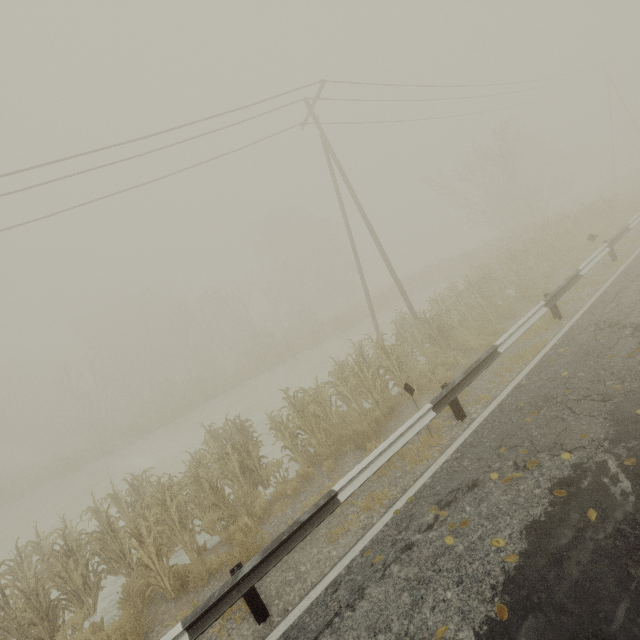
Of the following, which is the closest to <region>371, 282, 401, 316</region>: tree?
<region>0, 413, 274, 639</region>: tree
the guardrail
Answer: the guardrail

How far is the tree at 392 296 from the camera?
29.45m

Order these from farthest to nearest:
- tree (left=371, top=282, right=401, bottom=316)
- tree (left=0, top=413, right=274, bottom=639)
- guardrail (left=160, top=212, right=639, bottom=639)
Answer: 1. tree (left=371, top=282, right=401, bottom=316)
2. tree (left=0, top=413, right=274, bottom=639)
3. guardrail (left=160, top=212, right=639, bottom=639)

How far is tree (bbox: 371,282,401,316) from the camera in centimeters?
2945cm

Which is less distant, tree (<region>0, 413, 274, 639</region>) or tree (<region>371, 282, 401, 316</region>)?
tree (<region>0, 413, 274, 639</region>)

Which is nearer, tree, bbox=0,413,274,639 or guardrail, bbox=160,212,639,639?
guardrail, bbox=160,212,639,639

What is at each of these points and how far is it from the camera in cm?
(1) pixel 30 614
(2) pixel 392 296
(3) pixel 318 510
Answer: (1) tree, 640
(2) tree, 3092
(3) guardrail, 500

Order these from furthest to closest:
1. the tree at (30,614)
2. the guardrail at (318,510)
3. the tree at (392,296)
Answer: the tree at (392,296)
the tree at (30,614)
the guardrail at (318,510)
